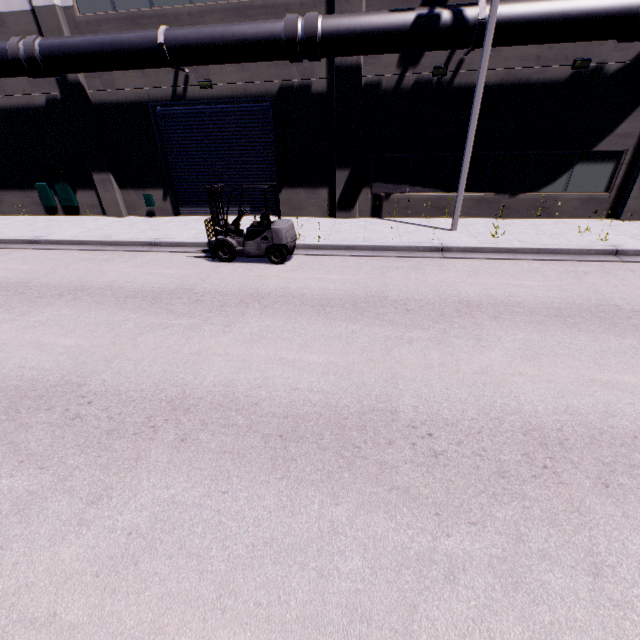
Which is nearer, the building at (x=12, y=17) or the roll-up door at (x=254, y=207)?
the building at (x=12, y=17)

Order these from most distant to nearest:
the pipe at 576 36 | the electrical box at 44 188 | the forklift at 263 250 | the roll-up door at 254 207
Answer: the electrical box at 44 188 → the roll-up door at 254 207 → the forklift at 263 250 → the pipe at 576 36

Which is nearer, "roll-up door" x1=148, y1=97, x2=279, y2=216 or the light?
the light

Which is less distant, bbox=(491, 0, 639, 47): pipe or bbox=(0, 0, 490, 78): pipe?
bbox=(491, 0, 639, 47): pipe

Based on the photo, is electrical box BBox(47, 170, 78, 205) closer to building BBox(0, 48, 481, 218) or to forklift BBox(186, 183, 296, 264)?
building BBox(0, 48, 481, 218)

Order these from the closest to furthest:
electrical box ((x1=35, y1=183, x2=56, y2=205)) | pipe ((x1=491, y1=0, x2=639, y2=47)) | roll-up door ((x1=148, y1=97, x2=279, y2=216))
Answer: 1. pipe ((x1=491, y1=0, x2=639, y2=47))
2. roll-up door ((x1=148, y1=97, x2=279, y2=216))
3. electrical box ((x1=35, y1=183, x2=56, y2=205))

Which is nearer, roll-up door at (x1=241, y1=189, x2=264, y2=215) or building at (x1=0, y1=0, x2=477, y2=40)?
building at (x1=0, y1=0, x2=477, y2=40)

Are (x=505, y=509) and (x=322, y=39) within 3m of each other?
no
